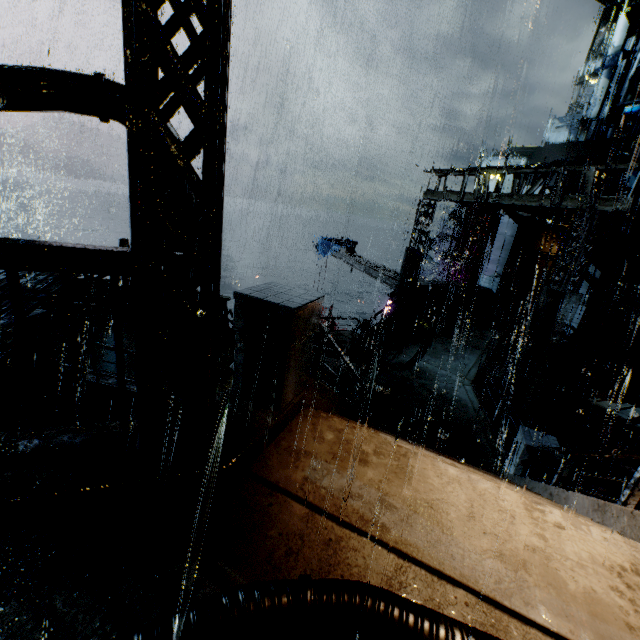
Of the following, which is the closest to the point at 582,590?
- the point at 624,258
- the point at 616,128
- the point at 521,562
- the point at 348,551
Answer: the point at 521,562

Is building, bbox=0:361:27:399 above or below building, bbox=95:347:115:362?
below

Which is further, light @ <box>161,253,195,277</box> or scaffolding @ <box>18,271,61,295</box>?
scaffolding @ <box>18,271,61,295</box>

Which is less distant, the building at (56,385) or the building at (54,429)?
the building at (54,429)

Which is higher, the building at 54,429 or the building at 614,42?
the building at 614,42

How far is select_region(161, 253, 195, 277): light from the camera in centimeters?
307cm

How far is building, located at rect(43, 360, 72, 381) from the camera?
10.04m

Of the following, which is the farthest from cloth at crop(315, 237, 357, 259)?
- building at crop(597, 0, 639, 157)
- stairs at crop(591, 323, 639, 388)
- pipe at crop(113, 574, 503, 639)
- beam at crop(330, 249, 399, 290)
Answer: building at crop(597, 0, 639, 157)
